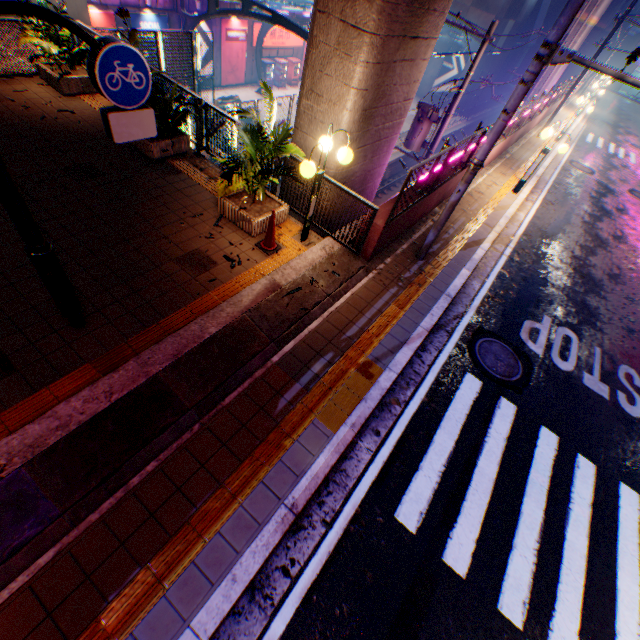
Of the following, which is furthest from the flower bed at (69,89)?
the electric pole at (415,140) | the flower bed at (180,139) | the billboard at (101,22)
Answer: the billboard at (101,22)

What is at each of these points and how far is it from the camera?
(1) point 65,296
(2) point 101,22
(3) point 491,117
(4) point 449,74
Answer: (1) sign, 4.0 meters
(2) billboard, 18.7 meters
(3) railway, 46.8 meters
(4) billboard, 37.5 meters

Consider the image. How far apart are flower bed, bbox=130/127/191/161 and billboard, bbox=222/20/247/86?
23.7m

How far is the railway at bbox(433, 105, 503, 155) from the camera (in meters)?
34.75

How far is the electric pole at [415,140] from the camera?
10.8 meters

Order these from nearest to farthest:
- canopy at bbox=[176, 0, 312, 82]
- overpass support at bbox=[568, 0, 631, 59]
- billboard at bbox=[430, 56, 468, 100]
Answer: canopy at bbox=[176, 0, 312, 82] < overpass support at bbox=[568, 0, 631, 59] < billboard at bbox=[430, 56, 468, 100]

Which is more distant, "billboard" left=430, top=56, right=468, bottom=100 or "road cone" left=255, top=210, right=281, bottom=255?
"billboard" left=430, top=56, right=468, bottom=100

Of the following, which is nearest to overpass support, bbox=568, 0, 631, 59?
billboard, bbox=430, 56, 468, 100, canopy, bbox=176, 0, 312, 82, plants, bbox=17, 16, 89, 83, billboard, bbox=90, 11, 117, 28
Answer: plants, bbox=17, 16, 89, 83
